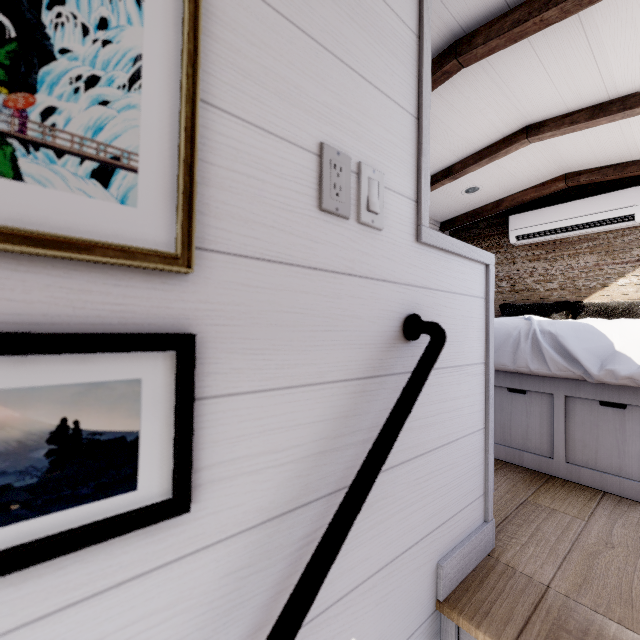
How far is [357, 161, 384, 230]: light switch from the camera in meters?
0.7

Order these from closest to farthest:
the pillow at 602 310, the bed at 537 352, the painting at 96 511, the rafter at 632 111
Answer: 1. the painting at 96 511
2. the bed at 537 352
3. the rafter at 632 111
4. the pillow at 602 310

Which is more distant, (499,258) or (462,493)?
(499,258)

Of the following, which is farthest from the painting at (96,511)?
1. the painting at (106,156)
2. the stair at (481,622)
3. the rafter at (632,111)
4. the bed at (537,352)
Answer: the rafter at (632,111)

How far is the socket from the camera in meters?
0.6 m

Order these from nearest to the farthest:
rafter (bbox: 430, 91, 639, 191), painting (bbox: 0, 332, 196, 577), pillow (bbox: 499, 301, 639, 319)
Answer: painting (bbox: 0, 332, 196, 577) → rafter (bbox: 430, 91, 639, 191) → pillow (bbox: 499, 301, 639, 319)

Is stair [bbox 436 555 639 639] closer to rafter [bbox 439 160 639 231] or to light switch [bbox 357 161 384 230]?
light switch [bbox 357 161 384 230]

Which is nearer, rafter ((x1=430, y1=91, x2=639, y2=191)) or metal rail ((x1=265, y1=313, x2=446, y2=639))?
metal rail ((x1=265, y1=313, x2=446, y2=639))
